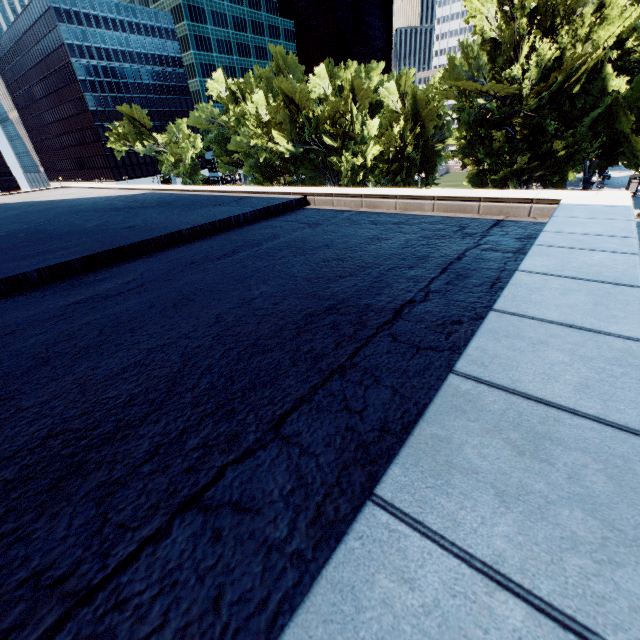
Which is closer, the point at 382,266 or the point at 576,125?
the point at 382,266

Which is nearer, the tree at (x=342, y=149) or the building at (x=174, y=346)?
the building at (x=174, y=346)

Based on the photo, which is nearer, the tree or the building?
the building
